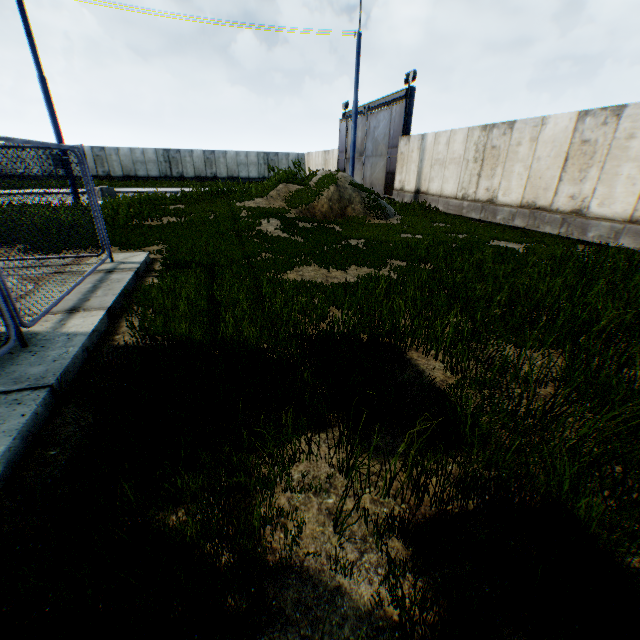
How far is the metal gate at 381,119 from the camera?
18.91m

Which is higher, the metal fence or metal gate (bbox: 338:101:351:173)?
metal gate (bbox: 338:101:351:173)

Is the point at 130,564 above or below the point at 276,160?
below

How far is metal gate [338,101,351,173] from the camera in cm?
2658

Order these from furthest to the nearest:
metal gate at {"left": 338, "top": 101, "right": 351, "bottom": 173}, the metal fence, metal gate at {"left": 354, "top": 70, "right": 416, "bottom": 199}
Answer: metal gate at {"left": 338, "top": 101, "right": 351, "bottom": 173}
metal gate at {"left": 354, "top": 70, "right": 416, "bottom": 199}
the metal fence

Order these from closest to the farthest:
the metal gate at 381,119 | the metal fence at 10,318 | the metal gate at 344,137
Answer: the metal fence at 10,318 → the metal gate at 381,119 → the metal gate at 344,137

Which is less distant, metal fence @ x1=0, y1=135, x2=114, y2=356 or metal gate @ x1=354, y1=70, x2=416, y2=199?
metal fence @ x1=0, y1=135, x2=114, y2=356
